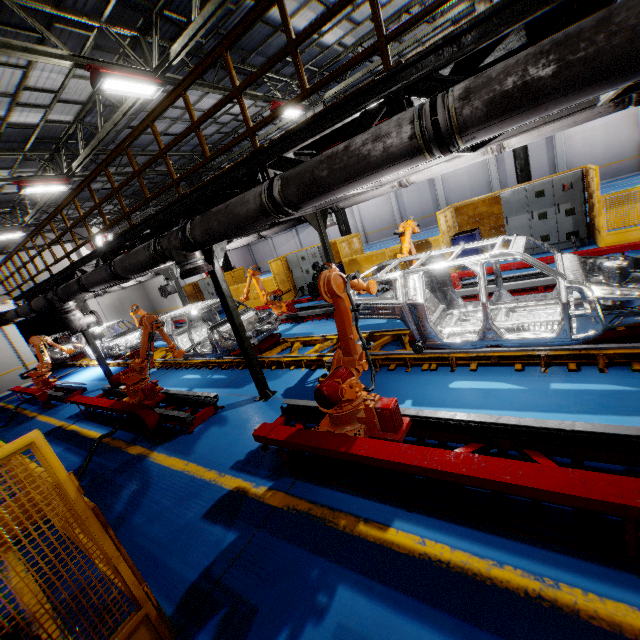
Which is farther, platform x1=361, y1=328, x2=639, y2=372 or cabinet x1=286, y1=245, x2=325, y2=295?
cabinet x1=286, y1=245, x2=325, y2=295

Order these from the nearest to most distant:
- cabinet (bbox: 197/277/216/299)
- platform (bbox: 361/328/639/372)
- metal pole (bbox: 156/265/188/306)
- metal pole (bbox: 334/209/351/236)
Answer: platform (bbox: 361/328/639/372) → metal pole (bbox: 156/265/188/306) → metal pole (bbox: 334/209/351/236) → cabinet (bbox: 197/277/216/299)

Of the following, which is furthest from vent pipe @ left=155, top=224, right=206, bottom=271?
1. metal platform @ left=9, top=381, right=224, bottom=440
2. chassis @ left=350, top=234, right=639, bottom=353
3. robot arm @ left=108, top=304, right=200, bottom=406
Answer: metal platform @ left=9, top=381, right=224, bottom=440

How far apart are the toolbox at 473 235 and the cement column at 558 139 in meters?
16.6

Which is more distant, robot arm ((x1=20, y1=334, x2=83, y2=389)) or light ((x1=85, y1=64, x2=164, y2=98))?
robot arm ((x1=20, y1=334, x2=83, y2=389))

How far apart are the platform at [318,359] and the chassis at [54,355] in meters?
0.0 m

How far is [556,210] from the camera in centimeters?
986cm

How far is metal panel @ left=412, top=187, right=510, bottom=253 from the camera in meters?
11.0 m
